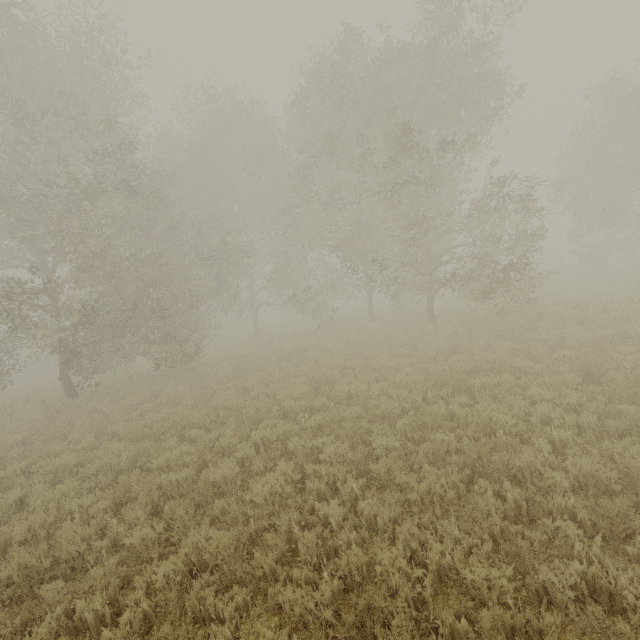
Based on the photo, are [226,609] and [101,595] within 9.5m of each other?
yes
